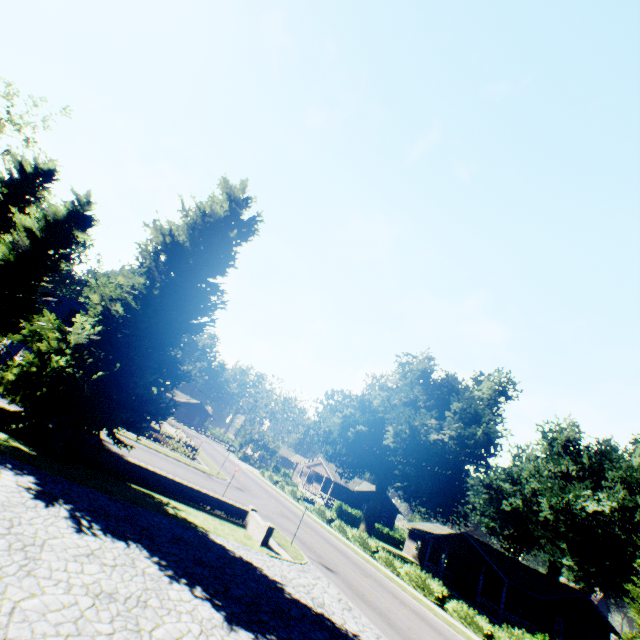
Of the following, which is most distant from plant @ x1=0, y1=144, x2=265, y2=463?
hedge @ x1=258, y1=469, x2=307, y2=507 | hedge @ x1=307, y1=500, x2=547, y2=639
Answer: hedge @ x1=258, y1=469, x2=307, y2=507

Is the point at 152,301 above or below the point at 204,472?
above

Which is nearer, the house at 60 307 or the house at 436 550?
the house at 436 550

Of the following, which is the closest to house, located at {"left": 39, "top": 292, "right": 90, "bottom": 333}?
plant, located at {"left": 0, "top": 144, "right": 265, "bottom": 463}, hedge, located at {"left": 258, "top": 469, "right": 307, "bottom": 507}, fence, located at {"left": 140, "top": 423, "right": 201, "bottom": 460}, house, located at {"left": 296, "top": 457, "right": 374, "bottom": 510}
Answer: plant, located at {"left": 0, "top": 144, "right": 265, "bottom": 463}

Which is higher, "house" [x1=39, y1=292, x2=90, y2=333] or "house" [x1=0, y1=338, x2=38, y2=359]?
"house" [x1=39, y1=292, x2=90, y2=333]

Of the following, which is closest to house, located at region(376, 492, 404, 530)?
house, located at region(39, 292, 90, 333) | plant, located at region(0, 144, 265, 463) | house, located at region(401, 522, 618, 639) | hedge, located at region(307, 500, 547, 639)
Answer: plant, located at region(0, 144, 265, 463)

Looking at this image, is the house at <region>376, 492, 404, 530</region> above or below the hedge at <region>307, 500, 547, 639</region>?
above

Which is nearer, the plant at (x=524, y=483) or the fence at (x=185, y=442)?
the fence at (x=185, y=442)
